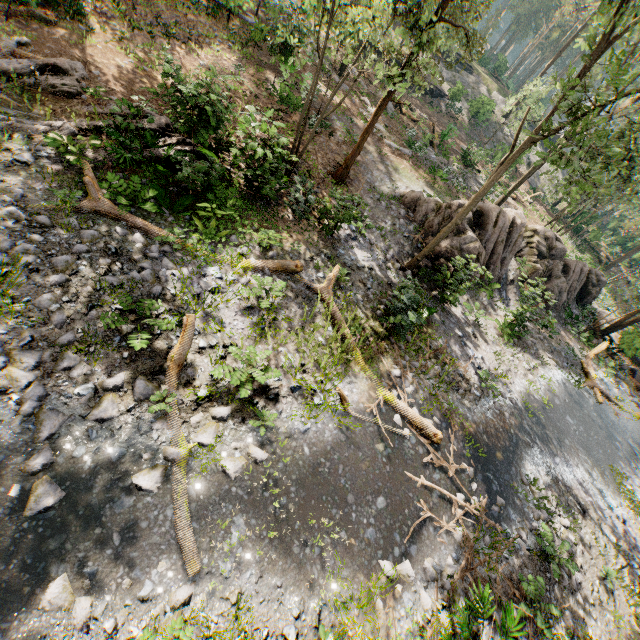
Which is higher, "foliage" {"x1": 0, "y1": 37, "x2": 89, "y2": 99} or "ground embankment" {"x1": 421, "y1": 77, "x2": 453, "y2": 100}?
"ground embankment" {"x1": 421, "y1": 77, "x2": 453, "y2": 100}

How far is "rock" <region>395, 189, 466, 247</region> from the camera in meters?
16.3

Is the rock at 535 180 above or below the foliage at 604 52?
below

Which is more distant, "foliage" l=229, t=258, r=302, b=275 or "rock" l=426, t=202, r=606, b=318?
"rock" l=426, t=202, r=606, b=318

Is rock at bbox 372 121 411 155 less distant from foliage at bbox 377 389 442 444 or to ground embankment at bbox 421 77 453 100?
foliage at bbox 377 389 442 444

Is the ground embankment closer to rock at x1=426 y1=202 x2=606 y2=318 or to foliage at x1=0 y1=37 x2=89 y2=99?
foliage at x1=0 y1=37 x2=89 y2=99

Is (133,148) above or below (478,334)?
above

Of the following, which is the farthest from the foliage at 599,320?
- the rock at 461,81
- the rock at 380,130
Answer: the rock at 380,130
